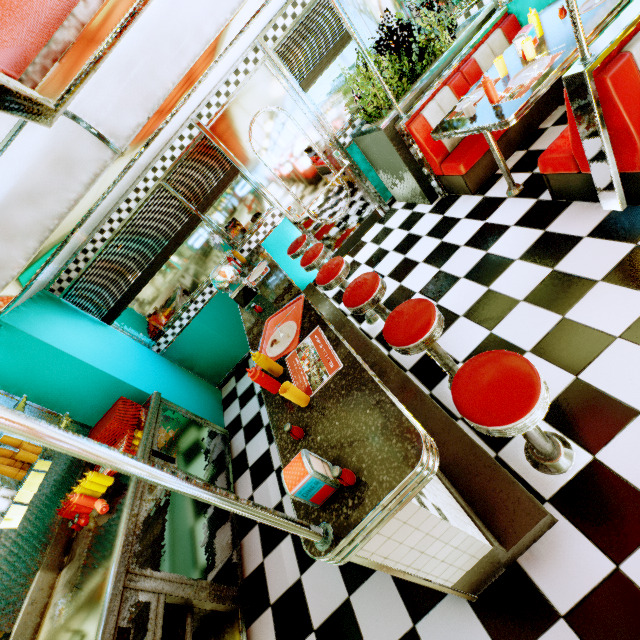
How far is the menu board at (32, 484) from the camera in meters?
2.5 m

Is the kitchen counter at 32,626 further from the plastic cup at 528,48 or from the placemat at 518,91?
the plastic cup at 528,48

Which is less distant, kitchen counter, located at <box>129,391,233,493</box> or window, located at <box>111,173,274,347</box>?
kitchen counter, located at <box>129,391,233,493</box>

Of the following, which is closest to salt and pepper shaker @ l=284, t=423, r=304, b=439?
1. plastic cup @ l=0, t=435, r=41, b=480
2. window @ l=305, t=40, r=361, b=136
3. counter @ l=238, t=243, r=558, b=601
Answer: counter @ l=238, t=243, r=558, b=601

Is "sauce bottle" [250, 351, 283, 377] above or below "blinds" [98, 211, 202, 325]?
below

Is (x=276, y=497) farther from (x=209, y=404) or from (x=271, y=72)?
(x=271, y=72)

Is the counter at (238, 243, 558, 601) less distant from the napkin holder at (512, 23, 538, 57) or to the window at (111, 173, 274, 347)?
the window at (111, 173, 274, 347)

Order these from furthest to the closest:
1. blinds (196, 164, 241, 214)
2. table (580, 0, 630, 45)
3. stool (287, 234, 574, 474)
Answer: blinds (196, 164, 241, 214), table (580, 0, 630, 45), stool (287, 234, 574, 474)
